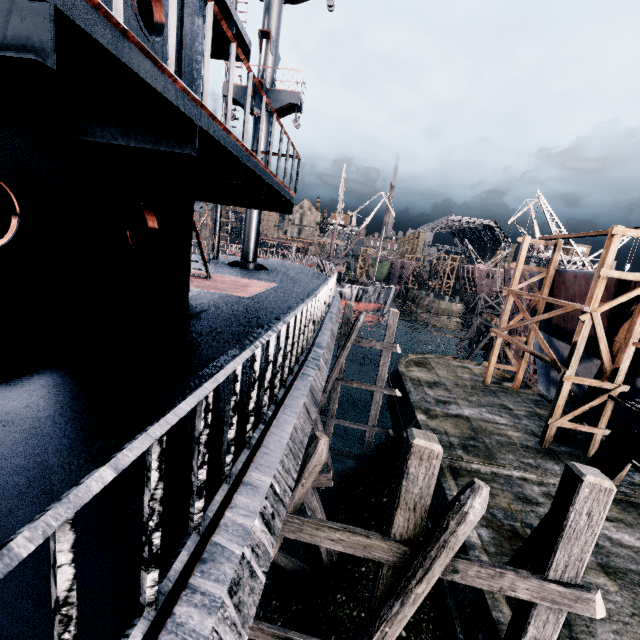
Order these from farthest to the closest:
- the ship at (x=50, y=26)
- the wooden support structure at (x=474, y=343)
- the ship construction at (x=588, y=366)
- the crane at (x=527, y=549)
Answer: the wooden support structure at (x=474, y=343)
the ship construction at (x=588, y=366)
the crane at (x=527, y=549)
the ship at (x=50, y=26)

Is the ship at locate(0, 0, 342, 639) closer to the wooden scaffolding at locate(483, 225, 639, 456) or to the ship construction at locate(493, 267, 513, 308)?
the wooden scaffolding at locate(483, 225, 639, 456)

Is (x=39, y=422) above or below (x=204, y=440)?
below

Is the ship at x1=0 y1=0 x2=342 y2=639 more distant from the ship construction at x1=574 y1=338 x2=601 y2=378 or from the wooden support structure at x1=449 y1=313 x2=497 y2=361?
the wooden support structure at x1=449 y1=313 x2=497 y2=361

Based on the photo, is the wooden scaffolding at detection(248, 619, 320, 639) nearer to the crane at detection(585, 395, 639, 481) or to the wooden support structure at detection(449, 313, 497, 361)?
the crane at detection(585, 395, 639, 481)

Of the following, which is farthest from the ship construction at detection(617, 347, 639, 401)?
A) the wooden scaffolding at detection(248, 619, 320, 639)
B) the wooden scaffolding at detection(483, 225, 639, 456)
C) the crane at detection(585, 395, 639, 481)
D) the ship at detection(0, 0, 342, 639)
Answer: the ship at detection(0, 0, 342, 639)

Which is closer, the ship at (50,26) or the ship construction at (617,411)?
the ship at (50,26)

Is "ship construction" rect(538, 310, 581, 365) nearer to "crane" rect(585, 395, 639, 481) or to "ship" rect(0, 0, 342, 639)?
"crane" rect(585, 395, 639, 481)
